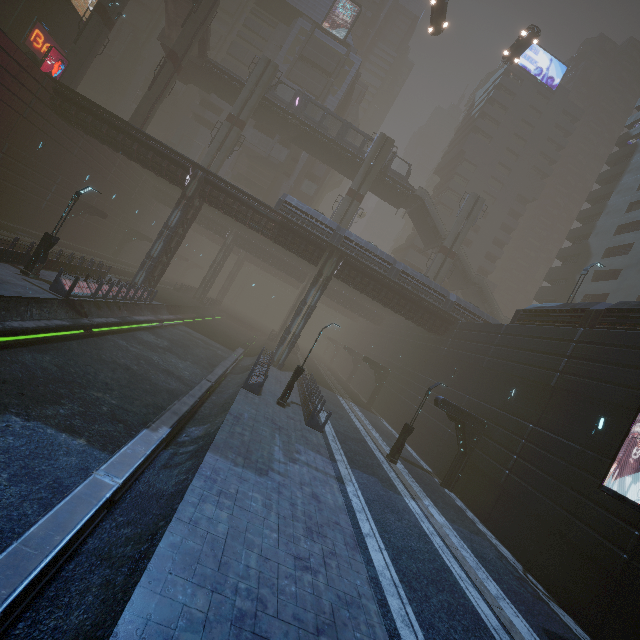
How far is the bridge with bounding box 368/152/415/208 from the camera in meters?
42.0

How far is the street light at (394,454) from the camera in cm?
1911

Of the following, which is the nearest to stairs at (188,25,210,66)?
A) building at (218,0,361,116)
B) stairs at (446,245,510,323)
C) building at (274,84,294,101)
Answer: building at (274,84,294,101)

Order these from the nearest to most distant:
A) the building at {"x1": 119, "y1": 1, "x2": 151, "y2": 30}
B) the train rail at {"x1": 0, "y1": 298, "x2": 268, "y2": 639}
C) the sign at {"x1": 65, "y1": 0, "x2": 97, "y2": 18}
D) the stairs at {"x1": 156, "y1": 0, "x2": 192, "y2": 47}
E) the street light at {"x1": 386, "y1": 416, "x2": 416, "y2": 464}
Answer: the train rail at {"x1": 0, "y1": 298, "x2": 268, "y2": 639}
the street light at {"x1": 386, "y1": 416, "x2": 416, "y2": 464}
the sign at {"x1": 65, "y1": 0, "x2": 97, "y2": 18}
the stairs at {"x1": 156, "y1": 0, "x2": 192, "y2": 47}
the building at {"x1": 119, "y1": 1, "x2": 151, "y2": 30}

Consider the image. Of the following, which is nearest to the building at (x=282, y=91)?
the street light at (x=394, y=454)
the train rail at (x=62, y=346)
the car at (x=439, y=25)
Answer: the car at (x=439, y=25)

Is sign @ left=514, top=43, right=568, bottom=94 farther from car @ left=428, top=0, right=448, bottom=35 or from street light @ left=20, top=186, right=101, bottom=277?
street light @ left=20, top=186, right=101, bottom=277

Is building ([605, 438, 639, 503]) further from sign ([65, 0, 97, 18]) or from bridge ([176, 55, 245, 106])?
bridge ([176, 55, 245, 106])

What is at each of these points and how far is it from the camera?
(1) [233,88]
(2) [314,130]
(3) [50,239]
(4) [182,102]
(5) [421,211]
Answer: (1) bridge, 39.9 meters
(2) bridge, 40.7 meters
(3) street light, 16.6 meters
(4) building, 59.9 meters
(5) stairs, 43.7 meters
